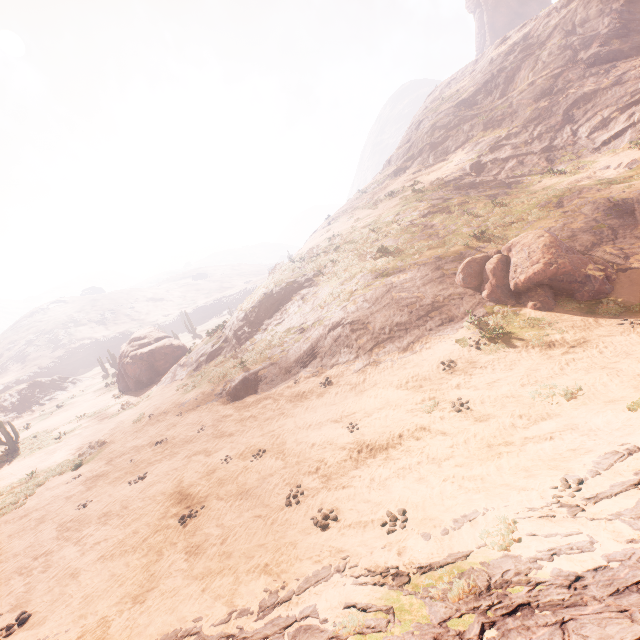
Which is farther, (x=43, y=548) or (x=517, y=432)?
(x=43, y=548)

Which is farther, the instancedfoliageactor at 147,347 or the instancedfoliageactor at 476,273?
the instancedfoliageactor at 147,347

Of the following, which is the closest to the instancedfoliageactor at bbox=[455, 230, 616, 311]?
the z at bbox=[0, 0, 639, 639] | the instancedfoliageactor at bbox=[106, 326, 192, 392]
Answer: the z at bbox=[0, 0, 639, 639]

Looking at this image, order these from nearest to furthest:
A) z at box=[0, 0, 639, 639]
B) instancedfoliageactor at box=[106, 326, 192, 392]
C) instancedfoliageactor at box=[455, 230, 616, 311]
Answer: z at box=[0, 0, 639, 639], instancedfoliageactor at box=[455, 230, 616, 311], instancedfoliageactor at box=[106, 326, 192, 392]

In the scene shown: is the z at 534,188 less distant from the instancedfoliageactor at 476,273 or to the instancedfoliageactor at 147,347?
the instancedfoliageactor at 476,273

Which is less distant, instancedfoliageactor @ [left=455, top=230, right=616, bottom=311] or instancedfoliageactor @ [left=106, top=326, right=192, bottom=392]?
instancedfoliageactor @ [left=455, top=230, right=616, bottom=311]
